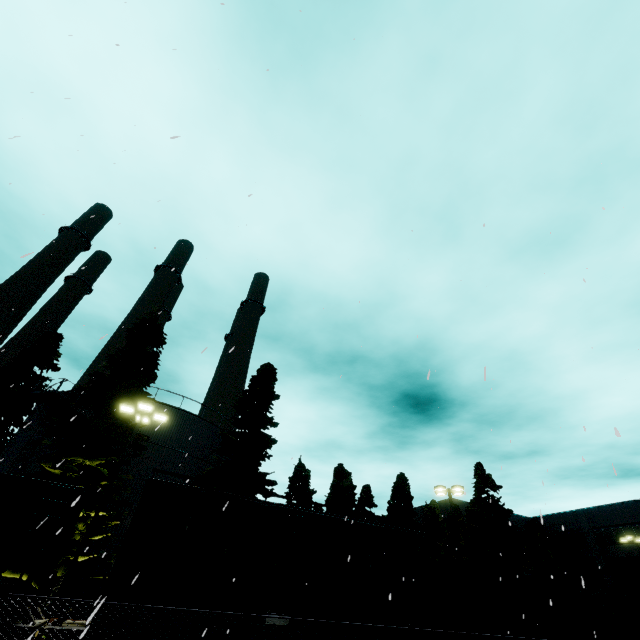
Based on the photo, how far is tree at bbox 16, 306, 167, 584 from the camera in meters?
17.5

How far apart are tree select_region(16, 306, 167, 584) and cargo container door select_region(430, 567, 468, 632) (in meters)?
17.44

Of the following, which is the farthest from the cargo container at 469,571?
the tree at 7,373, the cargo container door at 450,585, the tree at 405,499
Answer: the tree at 7,373

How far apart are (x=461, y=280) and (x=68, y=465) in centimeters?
2074cm

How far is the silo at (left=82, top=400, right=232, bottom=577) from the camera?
19.70m

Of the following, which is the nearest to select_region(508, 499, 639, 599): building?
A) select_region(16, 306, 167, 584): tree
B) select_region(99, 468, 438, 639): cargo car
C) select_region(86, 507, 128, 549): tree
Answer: select_region(99, 468, 438, 639): cargo car

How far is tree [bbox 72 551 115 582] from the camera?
16.47m

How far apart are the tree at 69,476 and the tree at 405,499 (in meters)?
29.20
